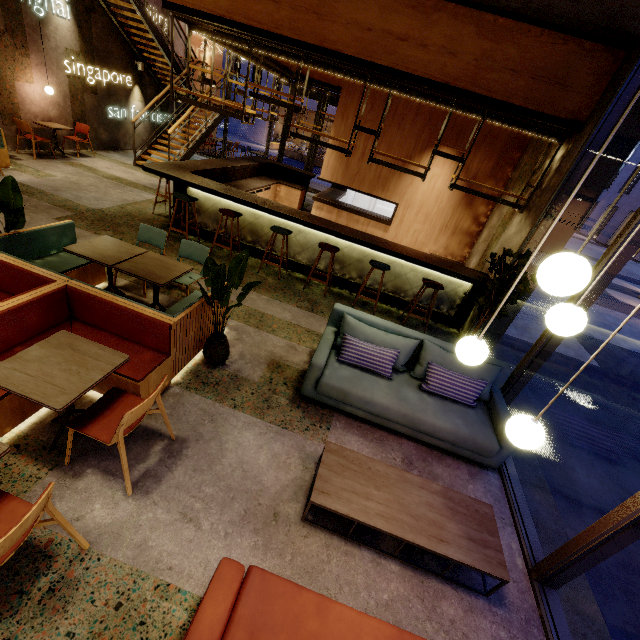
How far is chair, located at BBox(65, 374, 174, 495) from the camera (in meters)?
2.28

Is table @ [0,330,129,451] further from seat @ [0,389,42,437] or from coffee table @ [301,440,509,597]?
coffee table @ [301,440,509,597]

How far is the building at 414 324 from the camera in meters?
6.1 m

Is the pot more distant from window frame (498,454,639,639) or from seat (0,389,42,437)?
window frame (498,454,639,639)

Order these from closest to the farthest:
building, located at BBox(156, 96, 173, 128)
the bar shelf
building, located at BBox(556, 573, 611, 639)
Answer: building, located at BBox(556, 573, 611, 639) < the bar shelf < building, located at BBox(156, 96, 173, 128)

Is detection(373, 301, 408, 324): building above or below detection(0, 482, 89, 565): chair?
below

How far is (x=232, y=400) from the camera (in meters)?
3.54
